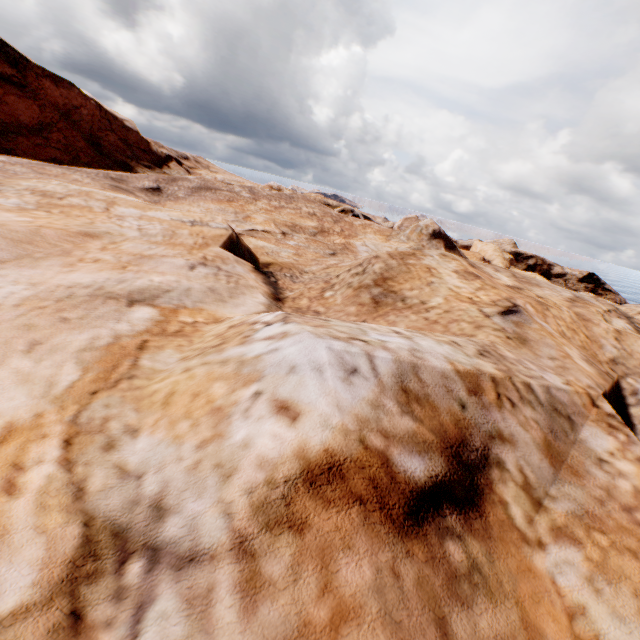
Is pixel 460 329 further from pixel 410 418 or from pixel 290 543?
pixel 290 543
